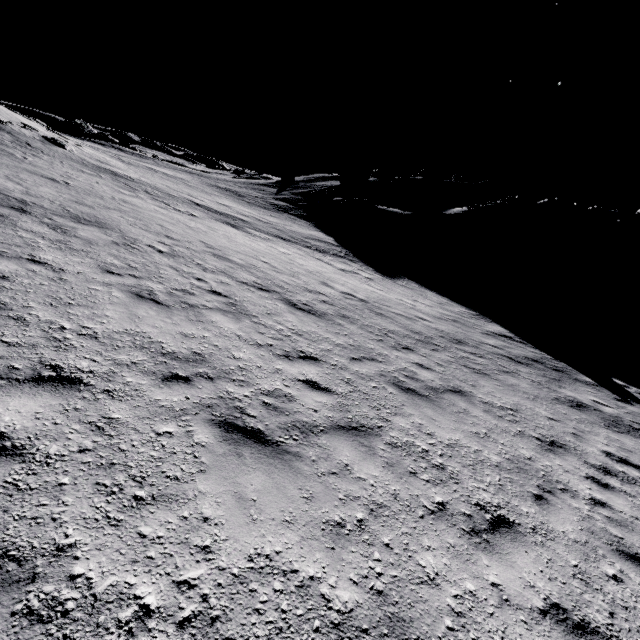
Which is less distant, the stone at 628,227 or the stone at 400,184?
the stone at 628,227

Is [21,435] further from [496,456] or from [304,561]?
[496,456]

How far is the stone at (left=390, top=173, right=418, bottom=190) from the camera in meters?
52.7

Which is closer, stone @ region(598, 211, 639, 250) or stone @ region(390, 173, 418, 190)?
stone @ region(598, 211, 639, 250)

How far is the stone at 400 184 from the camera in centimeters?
5266cm
